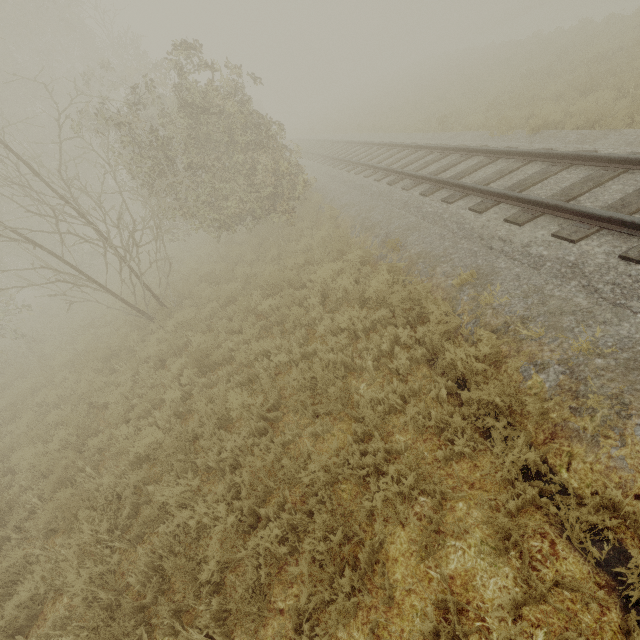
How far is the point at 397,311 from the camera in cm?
544
